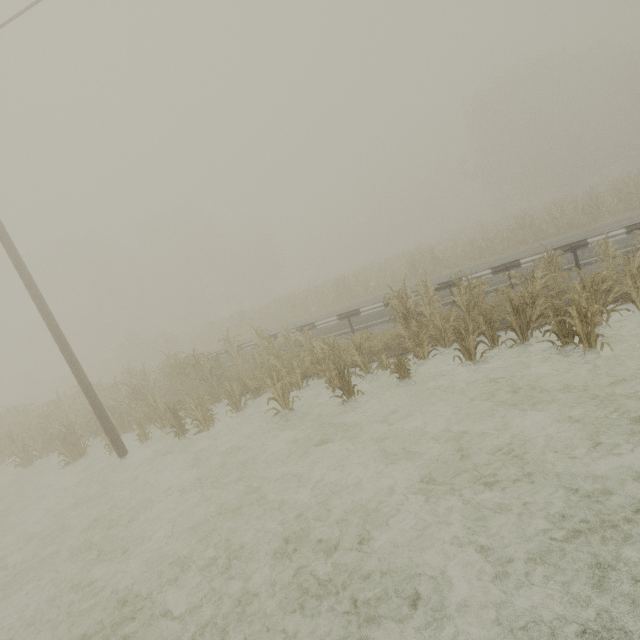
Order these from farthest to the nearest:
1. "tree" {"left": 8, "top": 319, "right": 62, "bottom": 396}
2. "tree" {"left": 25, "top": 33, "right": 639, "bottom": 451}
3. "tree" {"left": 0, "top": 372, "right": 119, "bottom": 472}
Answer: "tree" {"left": 8, "top": 319, "right": 62, "bottom": 396}
"tree" {"left": 0, "top": 372, "right": 119, "bottom": 472}
"tree" {"left": 25, "top": 33, "right": 639, "bottom": 451}

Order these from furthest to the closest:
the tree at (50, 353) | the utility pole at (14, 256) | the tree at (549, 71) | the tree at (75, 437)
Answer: the tree at (50, 353)
the tree at (75, 437)
the utility pole at (14, 256)
the tree at (549, 71)

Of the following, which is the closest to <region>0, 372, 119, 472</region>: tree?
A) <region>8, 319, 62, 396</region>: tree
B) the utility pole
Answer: the utility pole

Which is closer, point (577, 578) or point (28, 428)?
point (577, 578)

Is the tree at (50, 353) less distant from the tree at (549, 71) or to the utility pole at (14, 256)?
the tree at (549, 71)

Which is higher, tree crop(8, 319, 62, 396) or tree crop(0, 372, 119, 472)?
tree crop(8, 319, 62, 396)
